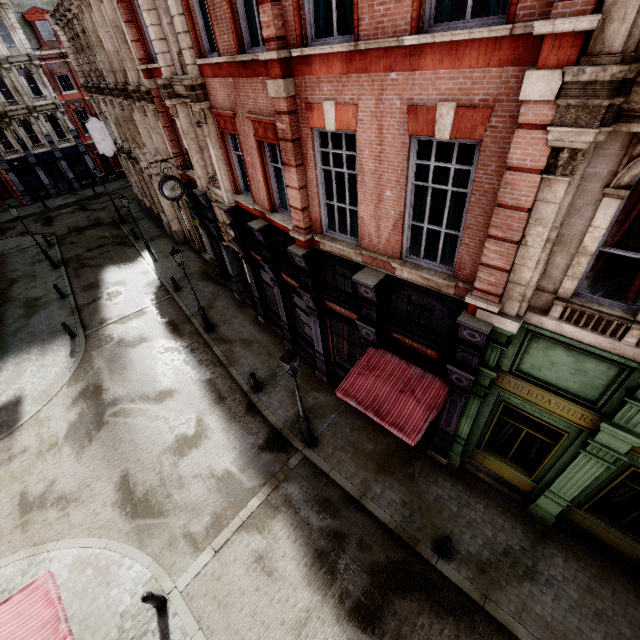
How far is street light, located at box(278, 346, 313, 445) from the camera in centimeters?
838cm

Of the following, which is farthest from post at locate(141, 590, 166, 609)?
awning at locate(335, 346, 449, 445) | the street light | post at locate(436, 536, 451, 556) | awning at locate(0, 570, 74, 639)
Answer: post at locate(436, 536, 451, 556)

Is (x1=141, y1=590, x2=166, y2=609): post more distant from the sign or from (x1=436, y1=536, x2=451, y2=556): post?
the sign

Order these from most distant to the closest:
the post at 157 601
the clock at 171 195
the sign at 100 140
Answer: the sign at 100 140, the clock at 171 195, the post at 157 601

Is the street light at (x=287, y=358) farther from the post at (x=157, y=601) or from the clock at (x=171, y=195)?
the clock at (x=171, y=195)

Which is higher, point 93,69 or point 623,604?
point 93,69

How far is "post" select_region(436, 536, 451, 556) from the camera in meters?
8.1

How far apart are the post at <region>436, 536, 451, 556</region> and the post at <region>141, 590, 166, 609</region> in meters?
7.3 m
